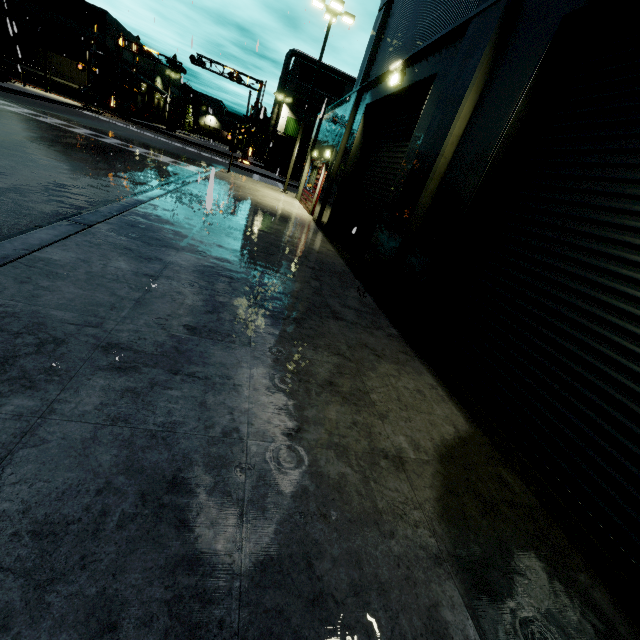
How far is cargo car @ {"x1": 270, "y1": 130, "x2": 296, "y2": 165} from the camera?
44.75m

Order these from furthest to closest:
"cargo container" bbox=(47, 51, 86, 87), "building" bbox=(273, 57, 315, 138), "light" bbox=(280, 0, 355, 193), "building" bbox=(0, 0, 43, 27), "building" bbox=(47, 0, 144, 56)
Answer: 1. "building" bbox=(273, 57, 315, 138)
2. "building" bbox=(47, 0, 144, 56)
3. "building" bbox=(0, 0, 43, 27)
4. "cargo container" bbox=(47, 51, 86, 87)
5. "light" bbox=(280, 0, 355, 193)

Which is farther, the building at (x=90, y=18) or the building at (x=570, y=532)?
the building at (x=90, y=18)

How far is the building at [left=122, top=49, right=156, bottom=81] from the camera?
48.1 meters

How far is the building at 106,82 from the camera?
42.16m

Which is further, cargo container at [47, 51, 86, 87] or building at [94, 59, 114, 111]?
building at [94, 59, 114, 111]

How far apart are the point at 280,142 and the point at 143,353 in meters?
49.2

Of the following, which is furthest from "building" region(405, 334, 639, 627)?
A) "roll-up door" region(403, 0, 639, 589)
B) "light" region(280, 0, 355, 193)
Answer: "light" region(280, 0, 355, 193)
